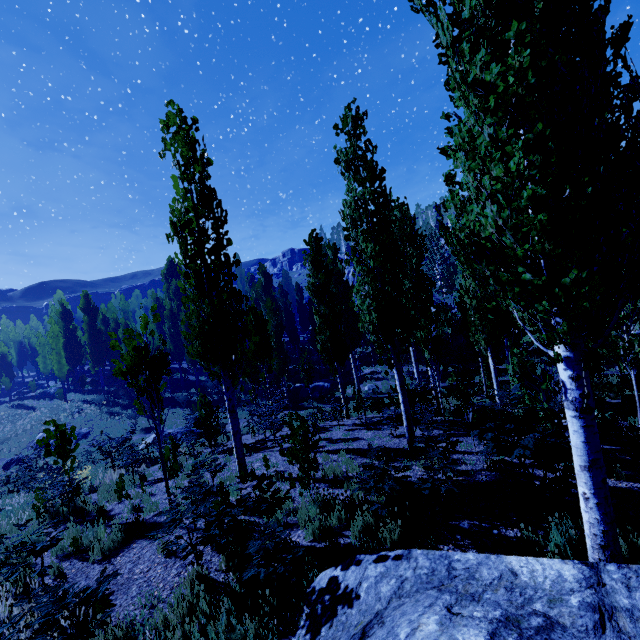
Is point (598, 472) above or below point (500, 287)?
below

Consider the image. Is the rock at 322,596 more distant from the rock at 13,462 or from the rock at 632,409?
the rock at 13,462

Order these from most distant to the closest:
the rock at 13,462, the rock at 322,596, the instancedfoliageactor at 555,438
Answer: the rock at 13,462, the instancedfoliageactor at 555,438, the rock at 322,596

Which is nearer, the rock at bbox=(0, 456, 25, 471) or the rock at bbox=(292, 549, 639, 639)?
the rock at bbox=(292, 549, 639, 639)

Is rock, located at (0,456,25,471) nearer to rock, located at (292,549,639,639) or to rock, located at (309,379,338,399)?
rock, located at (309,379,338,399)

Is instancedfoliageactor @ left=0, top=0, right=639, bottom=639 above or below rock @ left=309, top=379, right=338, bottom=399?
above

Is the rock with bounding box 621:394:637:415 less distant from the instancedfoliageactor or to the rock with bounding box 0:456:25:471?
the instancedfoliageactor

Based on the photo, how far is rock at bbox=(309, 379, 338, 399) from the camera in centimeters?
2650cm
